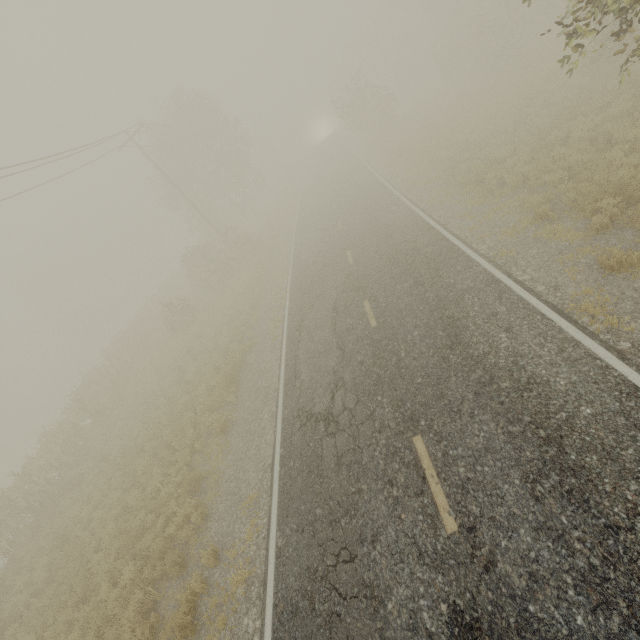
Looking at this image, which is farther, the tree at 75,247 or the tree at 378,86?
the tree at 75,247

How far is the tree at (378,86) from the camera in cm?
2983

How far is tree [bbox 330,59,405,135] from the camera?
29.8m

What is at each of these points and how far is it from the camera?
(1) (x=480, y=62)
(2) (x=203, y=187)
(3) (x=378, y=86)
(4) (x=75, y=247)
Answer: (1) tree, 26.31m
(2) tree, 32.53m
(3) tree, 29.77m
(4) tree, 57.81m

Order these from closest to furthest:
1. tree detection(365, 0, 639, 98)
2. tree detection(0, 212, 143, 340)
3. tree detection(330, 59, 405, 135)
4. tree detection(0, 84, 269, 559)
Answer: tree detection(365, 0, 639, 98)
tree detection(0, 84, 269, 559)
tree detection(330, 59, 405, 135)
tree detection(0, 212, 143, 340)

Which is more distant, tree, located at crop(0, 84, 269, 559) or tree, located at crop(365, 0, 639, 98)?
tree, located at crop(0, 84, 269, 559)
